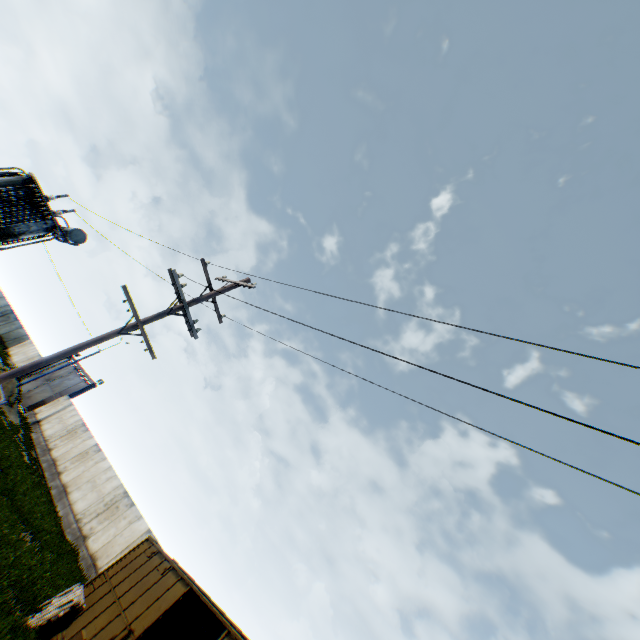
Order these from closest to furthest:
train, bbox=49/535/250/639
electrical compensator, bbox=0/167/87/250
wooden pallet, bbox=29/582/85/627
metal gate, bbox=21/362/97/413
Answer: train, bbox=49/535/250/639
wooden pallet, bbox=29/582/85/627
electrical compensator, bbox=0/167/87/250
metal gate, bbox=21/362/97/413

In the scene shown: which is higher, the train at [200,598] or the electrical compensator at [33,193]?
the electrical compensator at [33,193]

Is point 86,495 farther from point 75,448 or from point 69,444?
point 69,444

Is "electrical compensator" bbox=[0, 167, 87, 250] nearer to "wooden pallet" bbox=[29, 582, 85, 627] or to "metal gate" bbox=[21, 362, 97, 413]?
"wooden pallet" bbox=[29, 582, 85, 627]

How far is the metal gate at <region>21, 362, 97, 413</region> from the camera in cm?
3322

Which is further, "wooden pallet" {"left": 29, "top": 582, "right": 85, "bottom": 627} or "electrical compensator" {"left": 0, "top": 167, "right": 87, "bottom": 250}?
"electrical compensator" {"left": 0, "top": 167, "right": 87, "bottom": 250}

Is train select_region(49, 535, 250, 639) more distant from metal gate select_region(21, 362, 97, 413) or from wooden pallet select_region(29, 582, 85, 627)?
metal gate select_region(21, 362, 97, 413)

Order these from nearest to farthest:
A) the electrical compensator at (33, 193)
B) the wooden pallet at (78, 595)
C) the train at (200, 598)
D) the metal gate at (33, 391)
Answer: the train at (200, 598), the wooden pallet at (78, 595), the electrical compensator at (33, 193), the metal gate at (33, 391)
